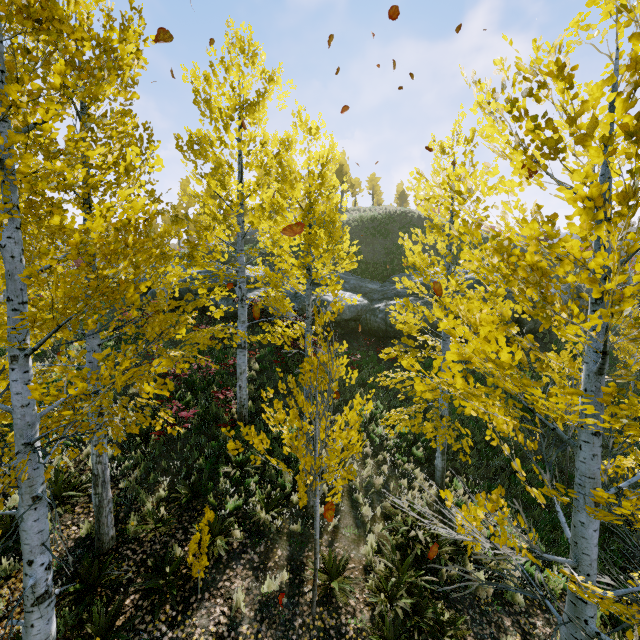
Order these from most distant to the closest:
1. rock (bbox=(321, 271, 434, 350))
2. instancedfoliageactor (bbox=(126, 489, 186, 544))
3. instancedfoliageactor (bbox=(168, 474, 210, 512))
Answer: rock (bbox=(321, 271, 434, 350)) < instancedfoliageactor (bbox=(168, 474, 210, 512)) < instancedfoliageactor (bbox=(126, 489, 186, 544))

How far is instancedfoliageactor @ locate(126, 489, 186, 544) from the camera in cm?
651

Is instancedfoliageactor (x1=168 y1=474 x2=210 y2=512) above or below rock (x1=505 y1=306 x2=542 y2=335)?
below

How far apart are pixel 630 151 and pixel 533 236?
0.76m

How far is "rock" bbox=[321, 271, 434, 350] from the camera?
16.4 meters

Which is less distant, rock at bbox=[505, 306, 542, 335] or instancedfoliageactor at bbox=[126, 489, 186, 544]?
instancedfoliageactor at bbox=[126, 489, 186, 544]

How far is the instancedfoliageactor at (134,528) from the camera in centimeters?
651cm
